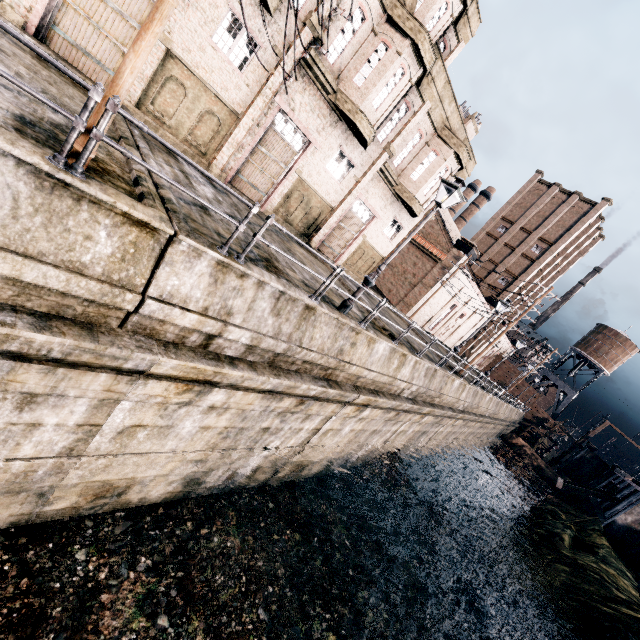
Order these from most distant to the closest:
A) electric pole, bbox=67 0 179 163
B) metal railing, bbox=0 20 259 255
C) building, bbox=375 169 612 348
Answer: building, bbox=375 169 612 348
electric pole, bbox=67 0 179 163
metal railing, bbox=0 20 259 255

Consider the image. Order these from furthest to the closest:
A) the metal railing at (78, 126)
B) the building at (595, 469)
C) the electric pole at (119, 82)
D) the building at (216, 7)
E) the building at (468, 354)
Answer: the building at (468, 354) < the building at (595, 469) < the building at (216, 7) < the electric pole at (119, 82) < the metal railing at (78, 126)

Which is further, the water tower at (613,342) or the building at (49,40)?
the water tower at (613,342)

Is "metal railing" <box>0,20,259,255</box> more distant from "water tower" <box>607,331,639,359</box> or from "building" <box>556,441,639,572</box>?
"water tower" <box>607,331,639,359</box>

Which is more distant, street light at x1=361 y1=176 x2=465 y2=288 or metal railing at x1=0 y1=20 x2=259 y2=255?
street light at x1=361 y1=176 x2=465 y2=288

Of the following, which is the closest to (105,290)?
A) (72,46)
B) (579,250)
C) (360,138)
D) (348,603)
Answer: (72,46)

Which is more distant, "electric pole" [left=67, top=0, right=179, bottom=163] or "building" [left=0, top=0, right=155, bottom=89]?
"building" [left=0, top=0, right=155, bottom=89]

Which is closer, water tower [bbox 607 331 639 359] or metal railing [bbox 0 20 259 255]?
metal railing [bbox 0 20 259 255]
